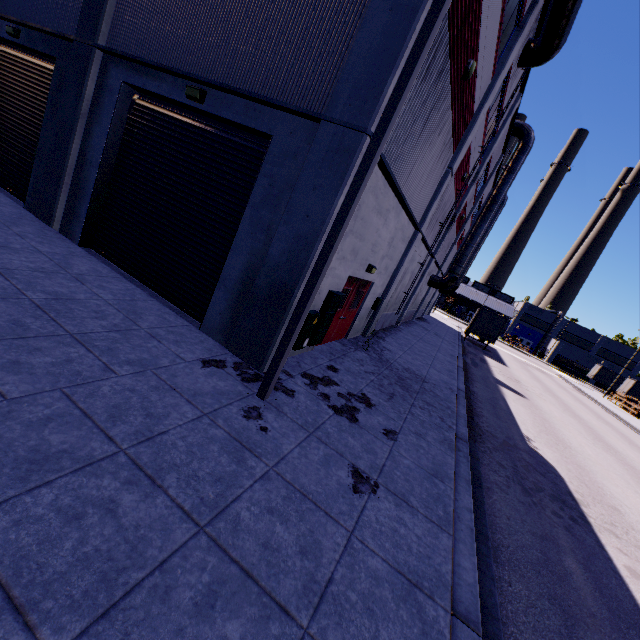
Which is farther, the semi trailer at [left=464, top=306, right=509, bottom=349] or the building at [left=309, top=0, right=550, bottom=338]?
the semi trailer at [left=464, top=306, right=509, bottom=349]

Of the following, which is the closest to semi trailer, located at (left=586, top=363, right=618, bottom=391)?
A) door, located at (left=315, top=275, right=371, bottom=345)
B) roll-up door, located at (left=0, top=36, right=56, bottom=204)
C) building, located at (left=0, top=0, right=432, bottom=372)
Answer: building, located at (left=0, top=0, right=432, bottom=372)

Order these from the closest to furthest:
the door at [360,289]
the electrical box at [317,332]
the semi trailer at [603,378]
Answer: the electrical box at [317,332] < the door at [360,289] < the semi trailer at [603,378]

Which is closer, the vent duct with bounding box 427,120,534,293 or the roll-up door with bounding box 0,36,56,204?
the roll-up door with bounding box 0,36,56,204

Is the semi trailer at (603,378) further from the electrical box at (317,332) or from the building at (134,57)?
the electrical box at (317,332)

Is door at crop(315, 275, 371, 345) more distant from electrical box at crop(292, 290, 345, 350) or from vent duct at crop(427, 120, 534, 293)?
vent duct at crop(427, 120, 534, 293)

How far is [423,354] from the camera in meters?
16.1 m

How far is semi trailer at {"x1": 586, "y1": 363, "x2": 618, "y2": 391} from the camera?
56.0m
